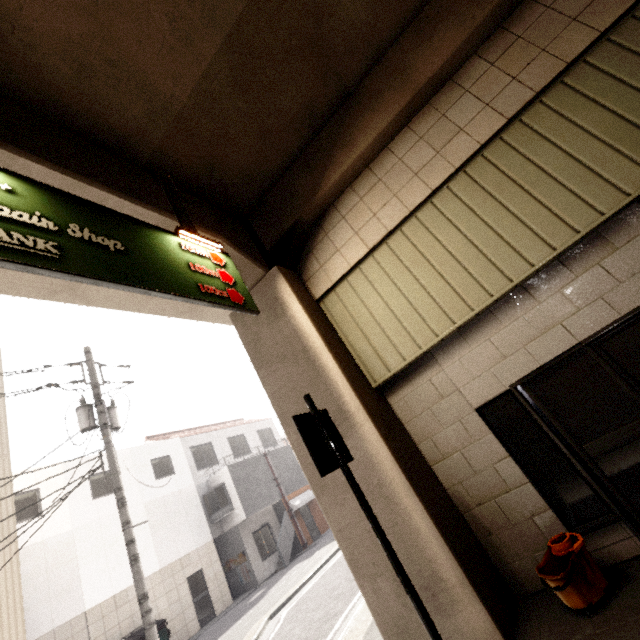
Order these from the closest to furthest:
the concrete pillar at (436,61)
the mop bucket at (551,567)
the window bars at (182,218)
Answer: the mop bucket at (551,567)
the concrete pillar at (436,61)
the window bars at (182,218)

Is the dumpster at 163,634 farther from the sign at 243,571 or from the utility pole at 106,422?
the utility pole at 106,422

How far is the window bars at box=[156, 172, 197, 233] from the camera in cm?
433

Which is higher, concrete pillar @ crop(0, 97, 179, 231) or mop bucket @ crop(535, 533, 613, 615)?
concrete pillar @ crop(0, 97, 179, 231)

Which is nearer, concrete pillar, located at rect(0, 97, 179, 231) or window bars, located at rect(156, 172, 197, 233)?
concrete pillar, located at rect(0, 97, 179, 231)

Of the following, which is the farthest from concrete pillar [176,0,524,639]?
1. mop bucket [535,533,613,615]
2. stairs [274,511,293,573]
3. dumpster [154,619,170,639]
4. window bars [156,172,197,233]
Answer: stairs [274,511,293,573]

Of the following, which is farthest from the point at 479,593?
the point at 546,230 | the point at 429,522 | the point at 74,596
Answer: the point at 74,596

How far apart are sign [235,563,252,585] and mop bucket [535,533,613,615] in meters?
18.0
